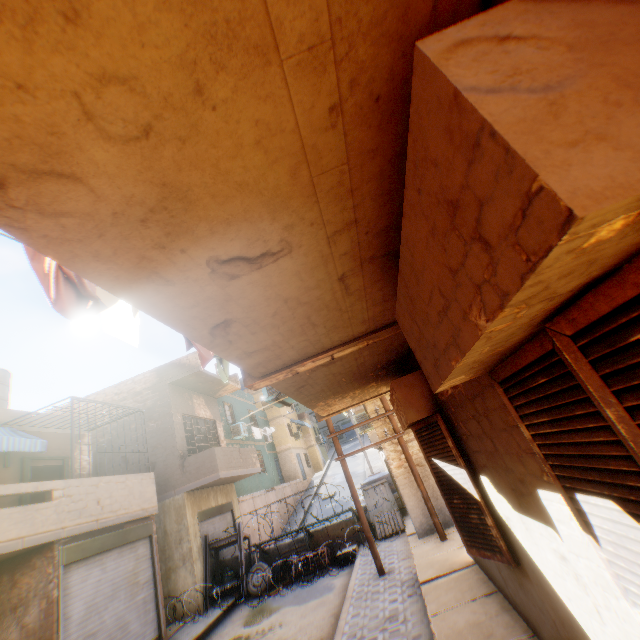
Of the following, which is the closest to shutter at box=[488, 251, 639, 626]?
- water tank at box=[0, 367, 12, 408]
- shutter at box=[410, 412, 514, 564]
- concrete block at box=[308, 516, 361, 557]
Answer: shutter at box=[410, 412, 514, 564]

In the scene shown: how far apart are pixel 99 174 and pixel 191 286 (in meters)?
0.70

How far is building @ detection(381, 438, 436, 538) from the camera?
9.3m

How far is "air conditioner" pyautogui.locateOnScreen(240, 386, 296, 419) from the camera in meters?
5.3 m

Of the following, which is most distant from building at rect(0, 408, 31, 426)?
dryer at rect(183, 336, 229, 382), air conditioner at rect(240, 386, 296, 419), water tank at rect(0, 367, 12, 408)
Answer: water tank at rect(0, 367, 12, 408)

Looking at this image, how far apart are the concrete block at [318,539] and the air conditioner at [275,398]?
9.5m

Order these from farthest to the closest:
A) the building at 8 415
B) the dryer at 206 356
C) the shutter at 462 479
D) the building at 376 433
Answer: the building at 376 433 → the building at 8 415 → the dryer at 206 356 → the shutter at 462 479

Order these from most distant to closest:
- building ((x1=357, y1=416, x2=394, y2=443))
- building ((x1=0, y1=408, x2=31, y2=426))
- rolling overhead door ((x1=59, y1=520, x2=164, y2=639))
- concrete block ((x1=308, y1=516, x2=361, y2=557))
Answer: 1. concrete block ((x1=308, y1=516, x2=361, y2=557))
2. building ((x1=357, y1=416, x2=394, y2=443))
3. building ((x1=0, y1=408, x2=31, y2=426))
4. rolling overhead door ((x1=59, y1=520, x2=164, y2=639))
